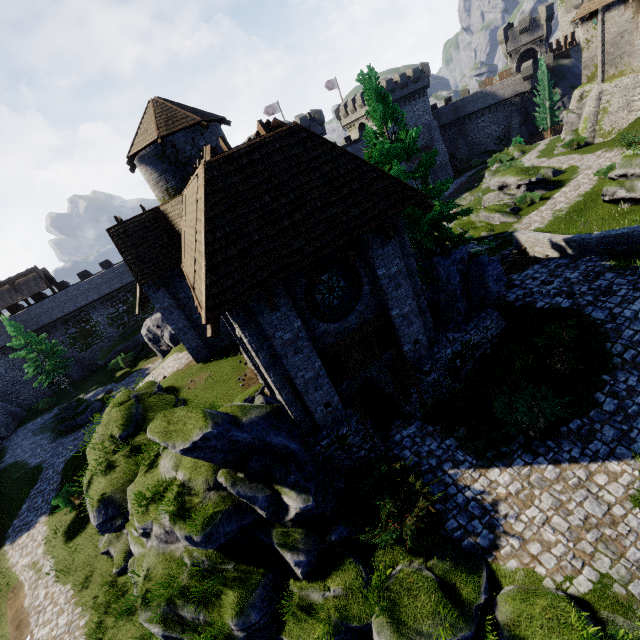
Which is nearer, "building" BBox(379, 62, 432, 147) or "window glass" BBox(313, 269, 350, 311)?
"window glass" BBox(313, 269, 350, 311)

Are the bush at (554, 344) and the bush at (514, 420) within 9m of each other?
yes

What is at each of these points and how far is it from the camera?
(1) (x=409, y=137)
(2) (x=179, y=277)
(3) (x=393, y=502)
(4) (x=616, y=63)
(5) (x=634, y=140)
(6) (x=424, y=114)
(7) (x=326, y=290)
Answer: (1) tree, 11.8m
(2) building, 18.7m
(3) bush, 8.8m
(4) building, 27.6m
(5) bush, 24.6m
(6) building, 51.1m
(7) window glass, 9.8m

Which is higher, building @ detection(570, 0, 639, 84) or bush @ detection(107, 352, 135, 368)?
building @ detection(570, 0, 639, 84)

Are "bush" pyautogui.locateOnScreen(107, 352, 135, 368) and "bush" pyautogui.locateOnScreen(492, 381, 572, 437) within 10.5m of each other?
no

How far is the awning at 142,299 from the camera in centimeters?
1814cm

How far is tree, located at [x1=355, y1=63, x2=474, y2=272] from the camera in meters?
11.6 m

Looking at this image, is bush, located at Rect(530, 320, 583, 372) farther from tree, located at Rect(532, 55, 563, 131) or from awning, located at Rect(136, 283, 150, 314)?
tree, located at Rect(532, 55, 563, 131)
